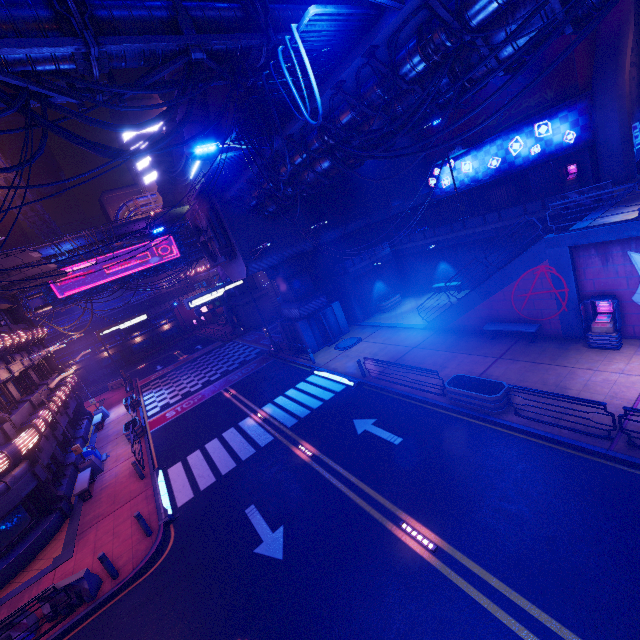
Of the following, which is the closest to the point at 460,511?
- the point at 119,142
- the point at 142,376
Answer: the point at 142,376

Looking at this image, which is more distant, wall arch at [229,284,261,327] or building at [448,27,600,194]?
wall arch at [229,284,261,327]

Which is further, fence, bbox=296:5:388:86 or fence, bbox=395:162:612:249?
fence, bbox=395:162:612:249

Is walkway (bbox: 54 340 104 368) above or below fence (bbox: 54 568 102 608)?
above

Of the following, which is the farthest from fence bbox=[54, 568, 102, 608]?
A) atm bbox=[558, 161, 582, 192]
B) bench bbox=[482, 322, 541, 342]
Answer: atm bbox=[558, 161, 582, 192]

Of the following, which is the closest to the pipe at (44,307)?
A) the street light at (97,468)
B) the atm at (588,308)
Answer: the street light at (97,468)

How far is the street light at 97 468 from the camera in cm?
1795

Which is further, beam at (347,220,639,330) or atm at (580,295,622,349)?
atm at (580,295,622,349)
